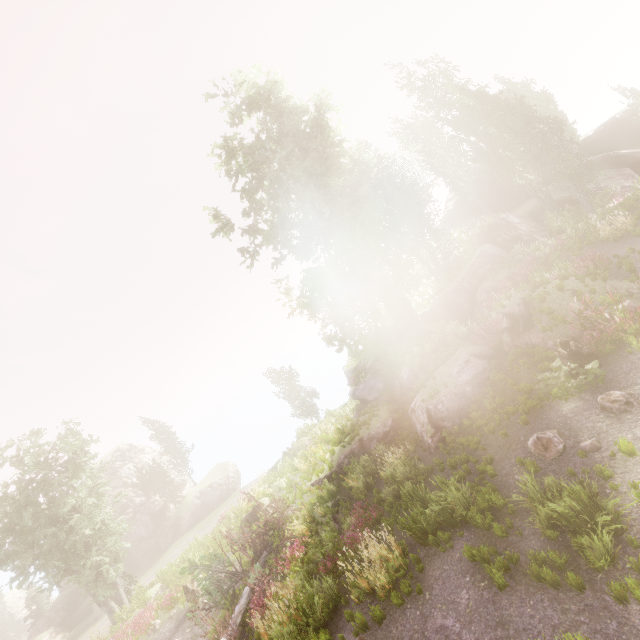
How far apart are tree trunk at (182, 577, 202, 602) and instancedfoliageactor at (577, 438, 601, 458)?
19.6m

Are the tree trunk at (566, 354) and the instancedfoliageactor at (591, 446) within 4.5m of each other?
yes

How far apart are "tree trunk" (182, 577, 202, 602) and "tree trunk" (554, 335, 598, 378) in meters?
20.4

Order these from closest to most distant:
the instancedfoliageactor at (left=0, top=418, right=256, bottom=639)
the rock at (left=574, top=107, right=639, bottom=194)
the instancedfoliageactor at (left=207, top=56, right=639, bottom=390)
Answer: the instancedfoliageactor at (left=207, top=56, right=639, bottom=390) → the instancedfoliageactor at (left=0, top=418, right=256, bottom=639) → the rock at (left=574, top=107, right=639, bottom=194)

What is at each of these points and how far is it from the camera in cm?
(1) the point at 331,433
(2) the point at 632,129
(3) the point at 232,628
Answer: (1) instancedfoliageactor, 2422
(2) rock, 3303
(3) tree, 1198

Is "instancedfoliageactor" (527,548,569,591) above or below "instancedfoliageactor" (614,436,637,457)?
below

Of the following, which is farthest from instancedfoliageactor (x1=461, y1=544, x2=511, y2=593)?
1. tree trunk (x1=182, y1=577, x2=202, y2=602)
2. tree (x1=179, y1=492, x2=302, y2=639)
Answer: tree trunk (x1=182, y1=577, x2=202, y2=602)

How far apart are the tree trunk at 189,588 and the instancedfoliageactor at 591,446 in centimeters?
1955cm
